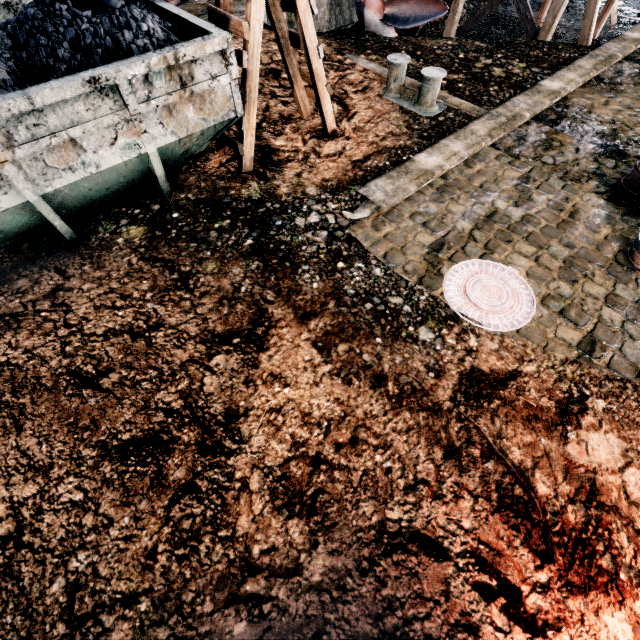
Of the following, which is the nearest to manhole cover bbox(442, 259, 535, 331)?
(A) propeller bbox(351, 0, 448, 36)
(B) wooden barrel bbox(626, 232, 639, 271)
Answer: (B) wooden barrel bbox(626, 232, 639, 271)

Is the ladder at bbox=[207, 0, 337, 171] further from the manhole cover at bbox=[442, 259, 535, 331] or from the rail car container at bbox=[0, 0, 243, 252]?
the manhole cover at bbox=[442, 259, 535, 331]

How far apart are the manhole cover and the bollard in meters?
5.9 m

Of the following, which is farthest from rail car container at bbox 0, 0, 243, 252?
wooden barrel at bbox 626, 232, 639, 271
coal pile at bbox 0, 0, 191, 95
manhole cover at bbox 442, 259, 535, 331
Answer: wooden barrel at bbox 626, 232, 639, 271

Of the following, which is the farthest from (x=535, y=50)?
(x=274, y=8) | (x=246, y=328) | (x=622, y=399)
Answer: (x=246, y=328)

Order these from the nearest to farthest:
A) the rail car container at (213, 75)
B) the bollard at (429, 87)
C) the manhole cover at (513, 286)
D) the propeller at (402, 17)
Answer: the rail car container at (213, 75)
the manhole cover at (513, 286)
the bollard at (429, 87)
the propeller at (402, 17)

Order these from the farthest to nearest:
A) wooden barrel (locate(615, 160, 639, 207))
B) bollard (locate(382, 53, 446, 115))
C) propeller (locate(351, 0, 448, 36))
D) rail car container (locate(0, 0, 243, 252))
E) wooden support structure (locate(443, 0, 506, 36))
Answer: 1. wooden support structure (locate(443, 0, 506, 36))
2. propeller (locate(351, 0, 448, 36))
3. bollard (locate(382, 53, 446, 115))
4. wooden barrel (locate(615, 160, 639, 207))
5. rail car container (locate(0, 0, 243, 252))

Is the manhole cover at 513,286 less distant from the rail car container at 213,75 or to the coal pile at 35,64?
the rail car container at 213,75
